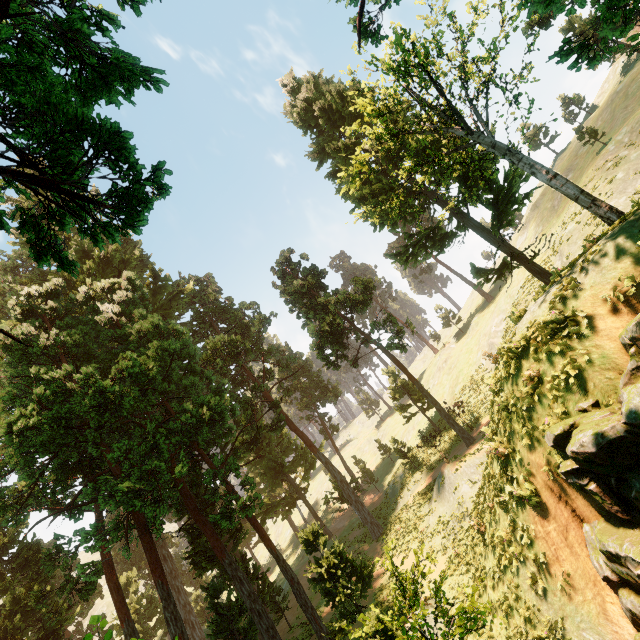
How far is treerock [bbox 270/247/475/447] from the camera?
26.00m

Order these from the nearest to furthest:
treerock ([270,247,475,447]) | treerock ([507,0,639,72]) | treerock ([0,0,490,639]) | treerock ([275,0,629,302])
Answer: treerock ([507,0,639,72])
treerock ([0,0,490,639])
treerock ([275,0,629,302])
treerock ([270,247,475,447])

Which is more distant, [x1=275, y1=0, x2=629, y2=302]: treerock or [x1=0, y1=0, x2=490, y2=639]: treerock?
[x1=275, y1=0, x2=629, y2=302]: treerock

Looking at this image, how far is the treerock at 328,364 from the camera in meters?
26.0 m

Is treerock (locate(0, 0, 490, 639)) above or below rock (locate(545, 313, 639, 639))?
above

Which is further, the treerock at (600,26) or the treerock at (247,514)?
the treerock at (247,514)

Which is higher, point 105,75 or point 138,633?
point 105,75
